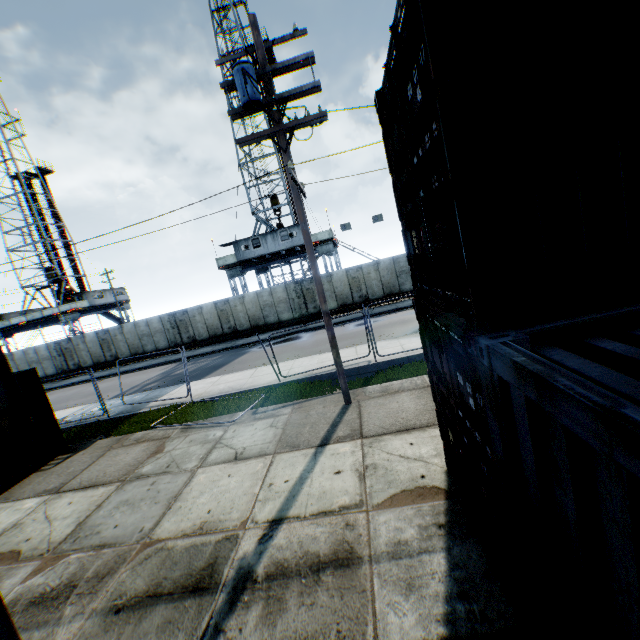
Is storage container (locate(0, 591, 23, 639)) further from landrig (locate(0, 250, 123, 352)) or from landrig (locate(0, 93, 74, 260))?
landrig (locate(0, 93, 74, 260))

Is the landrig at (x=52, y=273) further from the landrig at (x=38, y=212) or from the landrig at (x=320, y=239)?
the landrig at (x=320, y=239)

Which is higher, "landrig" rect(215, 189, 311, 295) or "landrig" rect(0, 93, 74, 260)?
"landrig" rect(0, 93, 74, 260)

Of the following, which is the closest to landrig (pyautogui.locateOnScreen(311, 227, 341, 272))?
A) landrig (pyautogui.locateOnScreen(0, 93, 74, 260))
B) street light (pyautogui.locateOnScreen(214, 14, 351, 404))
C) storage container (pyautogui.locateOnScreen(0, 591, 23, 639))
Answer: street light (pyautogui.locateOnScreen(214, 14, 351, 404))

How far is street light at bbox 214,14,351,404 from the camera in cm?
729

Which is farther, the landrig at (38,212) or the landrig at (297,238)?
the landrig at (38,212)

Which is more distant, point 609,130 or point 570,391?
point 609,130

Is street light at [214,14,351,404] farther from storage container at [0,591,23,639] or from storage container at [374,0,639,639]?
storage container at [0,591,23,639]
